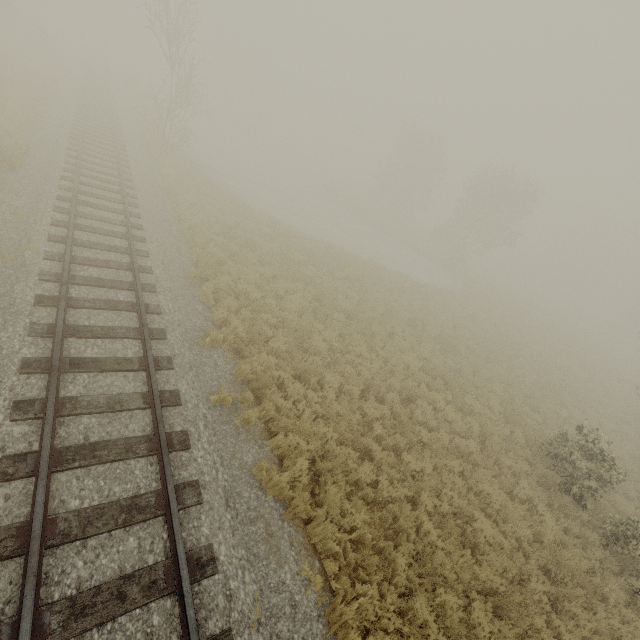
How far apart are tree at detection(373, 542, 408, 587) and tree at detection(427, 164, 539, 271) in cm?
3669

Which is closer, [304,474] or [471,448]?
[304,474]

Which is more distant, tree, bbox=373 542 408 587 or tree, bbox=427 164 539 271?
tree, bbox=427 164 539 271

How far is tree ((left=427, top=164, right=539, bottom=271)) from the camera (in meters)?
33.50

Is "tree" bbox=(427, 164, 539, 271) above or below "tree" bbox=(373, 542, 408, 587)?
above

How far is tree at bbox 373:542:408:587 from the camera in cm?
598

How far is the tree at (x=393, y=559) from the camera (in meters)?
5.98

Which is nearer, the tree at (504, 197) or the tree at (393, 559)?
the tree at (393, 559)
